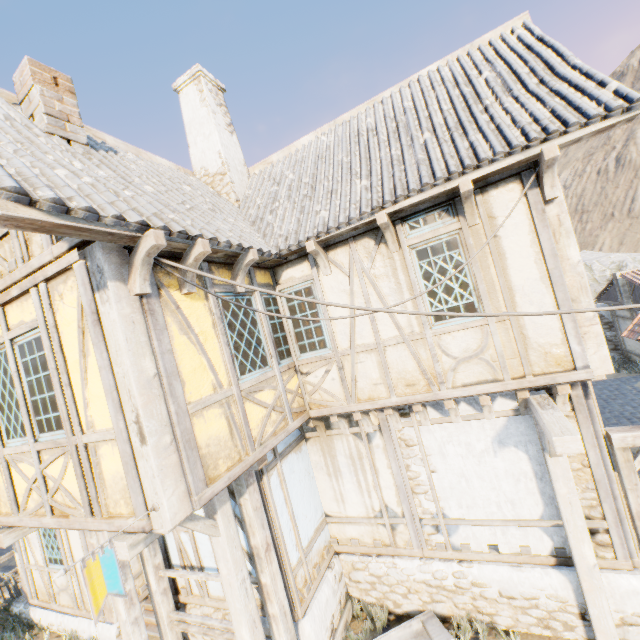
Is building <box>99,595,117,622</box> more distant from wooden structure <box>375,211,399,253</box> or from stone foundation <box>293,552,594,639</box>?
wooden structure <box>375,211,399,253</box>

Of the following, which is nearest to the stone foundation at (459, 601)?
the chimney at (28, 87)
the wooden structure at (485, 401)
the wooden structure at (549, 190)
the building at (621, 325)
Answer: the wooden structure at (485, 401)

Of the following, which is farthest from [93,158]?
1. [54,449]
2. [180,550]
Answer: [180,550]

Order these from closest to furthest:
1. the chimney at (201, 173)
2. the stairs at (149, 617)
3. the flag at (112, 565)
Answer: the flag at (112, 565) → the stairs at (149, 617) → the chimney at (201, 173)

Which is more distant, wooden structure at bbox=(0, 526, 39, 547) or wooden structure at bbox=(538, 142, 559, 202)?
wooden structure at bbox=(0, 526, 39, 547)

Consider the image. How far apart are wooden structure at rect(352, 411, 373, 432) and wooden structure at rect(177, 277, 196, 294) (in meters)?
3.43

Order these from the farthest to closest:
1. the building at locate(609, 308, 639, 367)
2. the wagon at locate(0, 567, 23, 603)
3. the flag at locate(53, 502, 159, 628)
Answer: the building at locate(609, 308, 639, 367) → the wagon at locate(0, 567, 23, 603) → the flag at locate(53, 502, 159, 628)

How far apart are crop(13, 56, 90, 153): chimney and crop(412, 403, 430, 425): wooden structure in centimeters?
640cm
